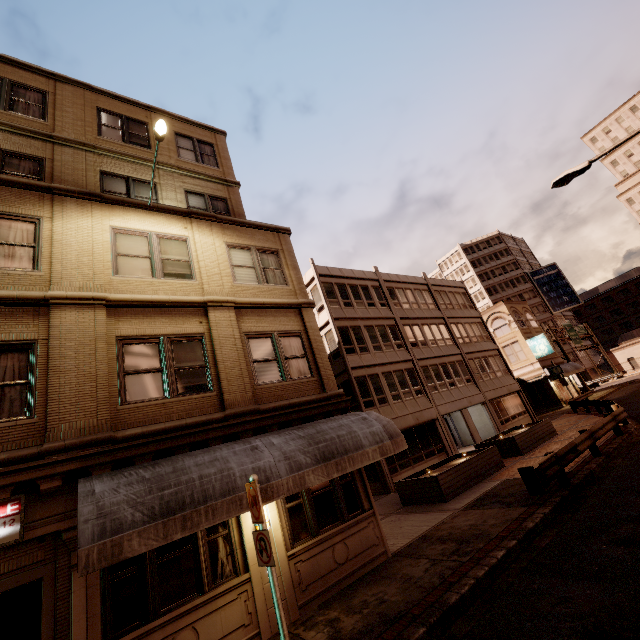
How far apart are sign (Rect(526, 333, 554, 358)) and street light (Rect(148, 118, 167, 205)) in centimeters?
4052cm

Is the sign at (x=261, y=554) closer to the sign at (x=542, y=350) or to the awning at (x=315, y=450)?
the awning at (x=315, y=450)

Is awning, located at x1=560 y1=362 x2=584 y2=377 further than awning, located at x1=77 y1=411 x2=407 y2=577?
Yes

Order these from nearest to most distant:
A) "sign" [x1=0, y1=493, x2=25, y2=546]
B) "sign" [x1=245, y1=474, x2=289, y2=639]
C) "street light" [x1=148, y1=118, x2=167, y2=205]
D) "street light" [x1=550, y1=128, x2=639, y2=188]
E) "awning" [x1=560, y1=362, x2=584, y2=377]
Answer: "sign" [x1=245, y1=474, x2=289, y2=639]
"sign" [x1=0, y1=493, x2=25, y2=546]
"street light" [x1=148, y1=118, x2=167, y2=205]
"street light" [x1=550, y1=128, x2=639, y2=188]
"awning" [x1=560, y1=362, x2=584, y2=377]

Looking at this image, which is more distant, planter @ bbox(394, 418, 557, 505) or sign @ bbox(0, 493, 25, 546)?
planter @ bbox(394, 418, 557, 505)

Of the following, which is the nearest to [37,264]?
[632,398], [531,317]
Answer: [632,398]

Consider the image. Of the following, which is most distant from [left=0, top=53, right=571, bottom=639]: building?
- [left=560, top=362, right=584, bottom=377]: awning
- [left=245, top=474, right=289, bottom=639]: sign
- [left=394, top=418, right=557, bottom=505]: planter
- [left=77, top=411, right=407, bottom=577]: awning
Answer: [left=560, top=362, right=584, bottom=377]: awning

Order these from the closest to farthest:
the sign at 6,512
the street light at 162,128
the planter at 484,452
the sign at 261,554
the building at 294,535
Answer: the sign at 261,554 < the sign at 6,512 < the building at 294,535 < the street light at 162,128 < the planter at 484,452
